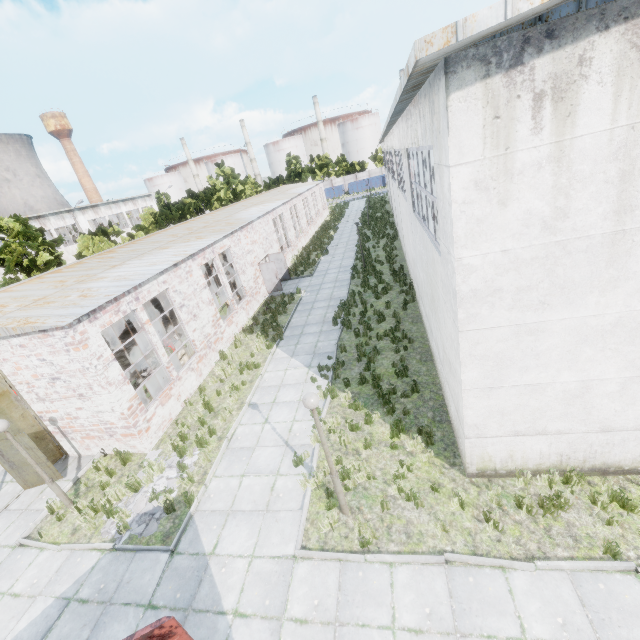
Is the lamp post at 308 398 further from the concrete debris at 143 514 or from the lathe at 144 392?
the lathe at 144 392

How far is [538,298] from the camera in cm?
528

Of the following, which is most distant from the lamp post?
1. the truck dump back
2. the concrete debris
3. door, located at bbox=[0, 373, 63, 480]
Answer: A: door, located at bbox=[0, 373, 63, 480]

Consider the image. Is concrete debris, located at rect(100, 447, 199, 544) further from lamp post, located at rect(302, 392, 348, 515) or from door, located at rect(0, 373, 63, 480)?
lamp post, located at rect(302, 392, 348, 515)

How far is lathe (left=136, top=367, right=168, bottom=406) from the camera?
12.3 meters

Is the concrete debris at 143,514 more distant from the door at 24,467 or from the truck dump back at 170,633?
the truck dump back at 170,633

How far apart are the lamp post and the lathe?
8.7m

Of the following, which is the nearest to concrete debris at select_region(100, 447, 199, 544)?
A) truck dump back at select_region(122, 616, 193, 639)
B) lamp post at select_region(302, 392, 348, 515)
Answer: truck dump back at select_region(122, 616, 193, 639)
